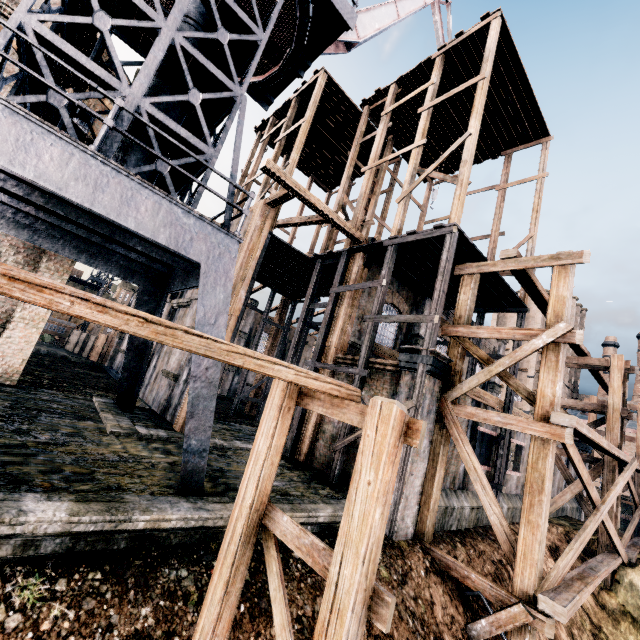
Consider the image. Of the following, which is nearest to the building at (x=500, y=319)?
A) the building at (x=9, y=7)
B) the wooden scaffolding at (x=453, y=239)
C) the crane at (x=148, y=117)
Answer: the building at (x=9, y=7)

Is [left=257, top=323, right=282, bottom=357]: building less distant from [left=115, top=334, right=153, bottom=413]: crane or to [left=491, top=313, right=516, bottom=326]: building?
[left=115, top=334, right=153, bottom=413]: crane

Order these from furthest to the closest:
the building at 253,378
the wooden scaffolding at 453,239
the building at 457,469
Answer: the building at 253,378 < the building at 457,469 < the wooden scaffolding at 453,239

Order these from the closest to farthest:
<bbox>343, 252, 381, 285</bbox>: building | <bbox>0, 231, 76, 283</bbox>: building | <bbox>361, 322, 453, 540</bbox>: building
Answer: <bbox>361, 322, 453, 540</bbox>: building < <bbox>0, 231, 76, 283</bbox>: building < <bbox>343, 252, 381, 285</bbox>: building

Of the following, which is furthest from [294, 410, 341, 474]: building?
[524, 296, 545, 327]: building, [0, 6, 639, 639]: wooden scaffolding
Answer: [524, 296, 545, 327]: building

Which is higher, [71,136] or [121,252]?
[71,136]

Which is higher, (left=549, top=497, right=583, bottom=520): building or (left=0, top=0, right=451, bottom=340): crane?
(left=0, top=0, right=451, bottom=340): crane
